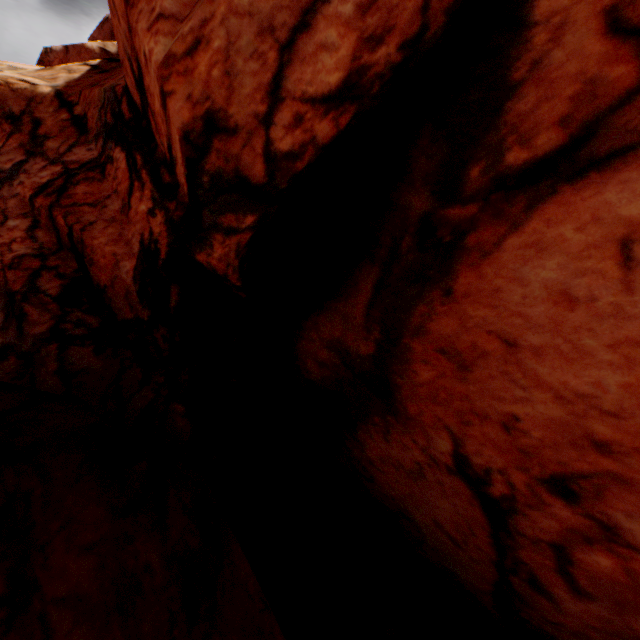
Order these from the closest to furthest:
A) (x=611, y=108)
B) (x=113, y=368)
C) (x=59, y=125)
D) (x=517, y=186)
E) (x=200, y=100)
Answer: (x=611, y=108), (x=517, y=186), (x=200, y=100), (x=113, y=368), (x=59, y=125)
